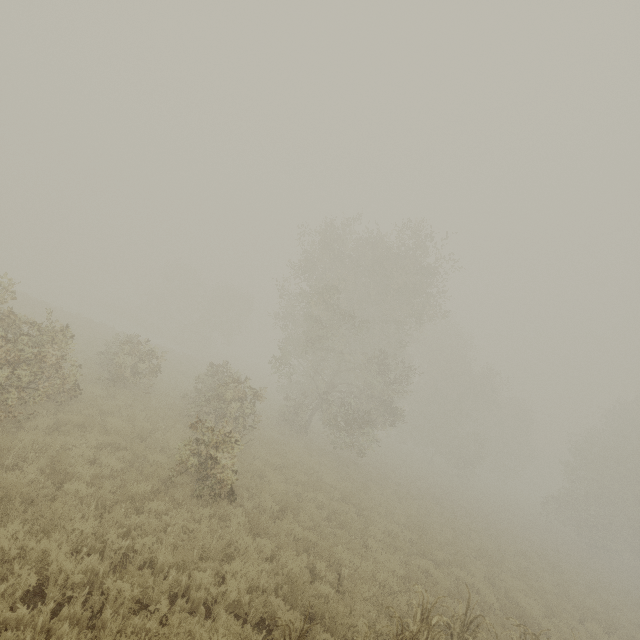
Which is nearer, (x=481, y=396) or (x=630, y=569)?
(x=630, y=569)
